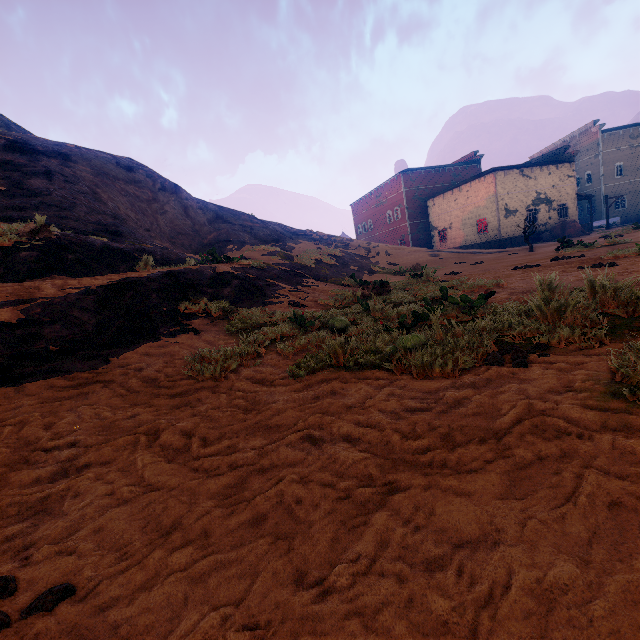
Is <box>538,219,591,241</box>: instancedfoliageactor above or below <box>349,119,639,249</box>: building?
below

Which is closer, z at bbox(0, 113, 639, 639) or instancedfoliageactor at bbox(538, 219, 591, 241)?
z at bbox(0, 113, 639, 639)

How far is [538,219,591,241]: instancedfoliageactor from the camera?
28.1m

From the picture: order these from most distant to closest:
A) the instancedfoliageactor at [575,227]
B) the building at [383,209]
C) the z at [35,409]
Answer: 1. the building at [383,209]
2. the instancedfoliageactor at [575,227]
3. the z at [35,409]

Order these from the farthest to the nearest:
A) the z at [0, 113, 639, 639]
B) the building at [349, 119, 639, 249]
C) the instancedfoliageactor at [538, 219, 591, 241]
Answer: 1. the building at [349, 119, 639, 249]
2. the instancedfoliageactor at [538, 219, 591, 241]
3. the z at [0, 113, 639, 639]

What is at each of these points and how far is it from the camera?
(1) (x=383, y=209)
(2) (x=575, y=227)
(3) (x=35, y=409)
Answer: (1) building, 44.66m
(2) instancedfoliageactor, 28.19m
(3) z, 3.21m

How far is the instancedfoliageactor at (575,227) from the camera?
28.09m

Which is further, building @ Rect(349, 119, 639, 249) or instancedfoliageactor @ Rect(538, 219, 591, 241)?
building @ Rect(349, 119, 639, 249)
